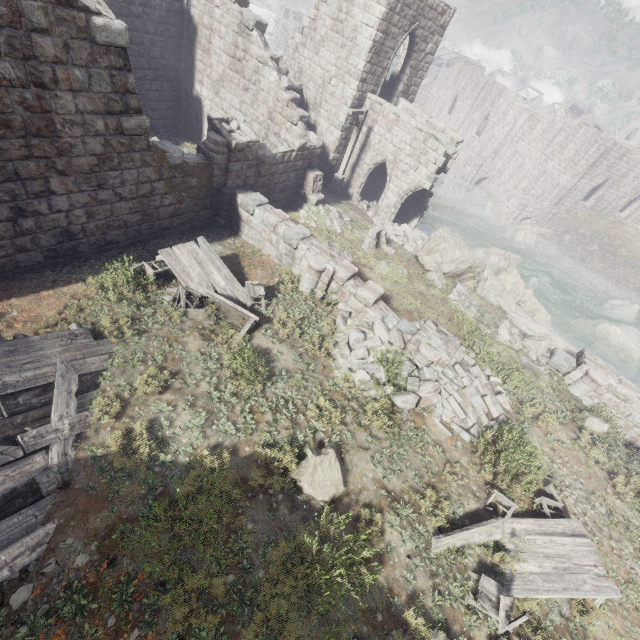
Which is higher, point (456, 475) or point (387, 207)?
point (456, 475)

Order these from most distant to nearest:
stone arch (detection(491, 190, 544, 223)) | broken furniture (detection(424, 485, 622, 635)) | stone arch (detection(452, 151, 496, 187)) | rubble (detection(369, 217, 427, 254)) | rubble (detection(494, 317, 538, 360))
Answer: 1. stone arch (detection(452, 151, 496, 187))
2. stone arch (detection(491, 190, 544, 223))
3. rubble (detection(369, 217, 427, 254))
4. rubble (detection(494, 317, 538, 360))
5. broken furniture (detection(424, 485, 622, 635))

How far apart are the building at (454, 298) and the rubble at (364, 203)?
8.6 meters

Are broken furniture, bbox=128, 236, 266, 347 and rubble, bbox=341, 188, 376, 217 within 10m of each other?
no

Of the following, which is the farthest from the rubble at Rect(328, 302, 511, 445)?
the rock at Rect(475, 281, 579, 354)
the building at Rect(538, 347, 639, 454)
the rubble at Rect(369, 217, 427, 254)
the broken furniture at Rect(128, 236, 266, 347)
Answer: the rubble at Rect(369, 217, 427, 254)

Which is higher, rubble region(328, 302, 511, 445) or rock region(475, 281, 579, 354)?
rubble region(328, 302, 511, 445)

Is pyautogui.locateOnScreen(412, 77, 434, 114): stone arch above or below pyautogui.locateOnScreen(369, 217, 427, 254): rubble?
above

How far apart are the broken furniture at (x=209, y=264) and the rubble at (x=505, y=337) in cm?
957
